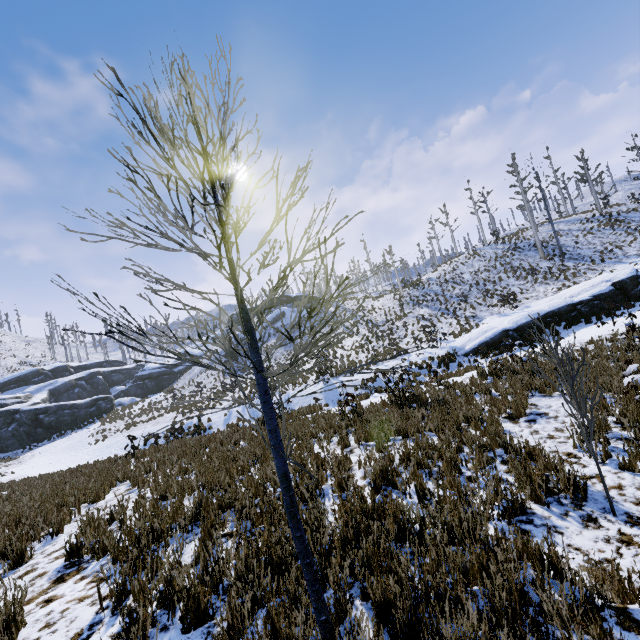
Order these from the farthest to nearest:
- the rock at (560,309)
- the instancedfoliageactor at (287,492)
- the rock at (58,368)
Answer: the rock at (58,368) < the rock at (560,309) < the instancedfoliageactor at (287,492)

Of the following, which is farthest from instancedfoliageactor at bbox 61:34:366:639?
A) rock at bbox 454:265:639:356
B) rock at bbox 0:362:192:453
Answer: rock at bbox 454:265:639:356

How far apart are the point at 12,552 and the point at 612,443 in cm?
1005

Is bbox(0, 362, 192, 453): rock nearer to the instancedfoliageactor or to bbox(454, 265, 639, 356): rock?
the instancedfoliageactor

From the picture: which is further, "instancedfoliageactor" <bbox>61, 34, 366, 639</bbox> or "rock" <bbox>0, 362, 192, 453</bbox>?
"rock" <bbox>0, 362, 192, 453</bbox>

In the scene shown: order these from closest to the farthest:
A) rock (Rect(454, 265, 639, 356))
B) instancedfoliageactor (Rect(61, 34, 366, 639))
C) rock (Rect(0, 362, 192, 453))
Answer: instancedfoliageactor (Rect(61, 34, 366, 639)), rock (Rect(454, 265, 639, 356)), rock (Rect(0, 362, 192, 453))

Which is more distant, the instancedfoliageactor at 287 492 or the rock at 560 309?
the rock at 560 309
